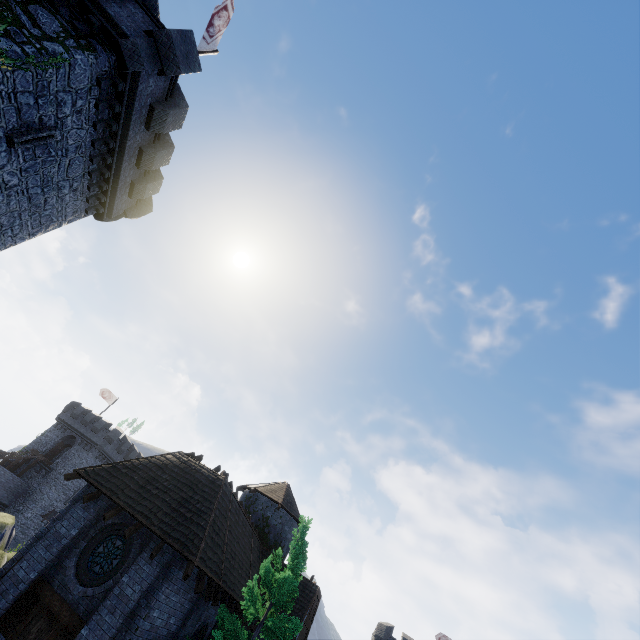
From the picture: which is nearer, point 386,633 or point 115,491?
point 115,491

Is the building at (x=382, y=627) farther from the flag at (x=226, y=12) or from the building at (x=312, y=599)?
the flag at (x=226, y=12)

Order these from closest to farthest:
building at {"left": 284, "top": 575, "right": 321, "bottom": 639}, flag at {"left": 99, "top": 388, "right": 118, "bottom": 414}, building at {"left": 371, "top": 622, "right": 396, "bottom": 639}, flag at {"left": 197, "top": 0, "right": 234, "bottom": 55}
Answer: flag at {"left": 197, "top": 0, "right": 234, "bottom": 55}, building at {"left": 284, "top": 575, "right": 321, "bottom": 639}, building at {"left": 371, "top": 622, "right": 396, "bottom": 639}, flag at {"left": 99, "top": 388, "right": 118, "bottom": 414}

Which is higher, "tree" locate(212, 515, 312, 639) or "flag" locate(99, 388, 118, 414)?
"flag" locate(99, 388, 118, 414)

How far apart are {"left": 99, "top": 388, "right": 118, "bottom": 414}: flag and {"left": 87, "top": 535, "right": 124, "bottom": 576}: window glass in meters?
44.0 m

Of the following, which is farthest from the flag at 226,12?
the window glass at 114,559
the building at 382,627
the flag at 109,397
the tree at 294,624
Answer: the building at 382,627

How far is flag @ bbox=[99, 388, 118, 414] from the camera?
49.09m

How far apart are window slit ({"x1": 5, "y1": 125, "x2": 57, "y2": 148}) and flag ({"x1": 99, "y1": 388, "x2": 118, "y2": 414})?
46.9m
